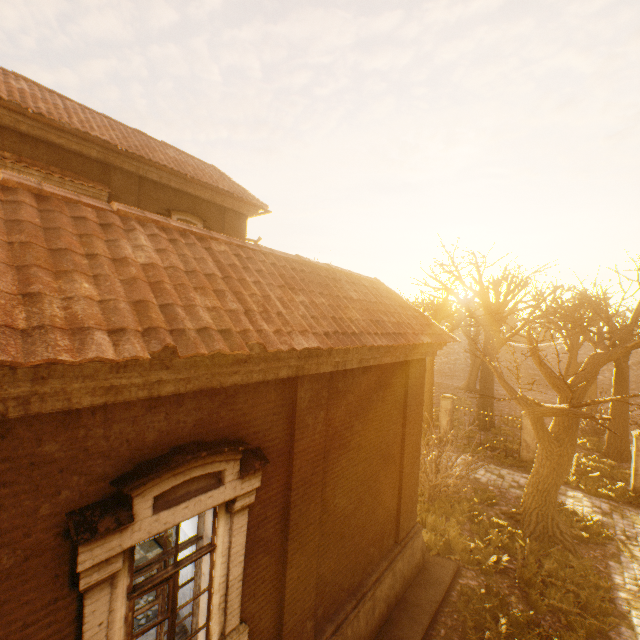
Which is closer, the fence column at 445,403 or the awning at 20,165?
the awning at 20,165

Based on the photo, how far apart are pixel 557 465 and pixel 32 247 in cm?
1280

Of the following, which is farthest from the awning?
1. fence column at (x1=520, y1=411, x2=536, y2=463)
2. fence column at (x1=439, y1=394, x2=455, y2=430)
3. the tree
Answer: Answer: fence column at (x1=520, y1=411, x2=536, y2=463)

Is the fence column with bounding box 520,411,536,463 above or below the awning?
below

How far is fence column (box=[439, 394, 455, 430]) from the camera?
18.0 meters

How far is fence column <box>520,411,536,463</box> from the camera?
15.51m

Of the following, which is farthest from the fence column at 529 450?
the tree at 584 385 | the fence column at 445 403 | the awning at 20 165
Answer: the awning at 20 165
